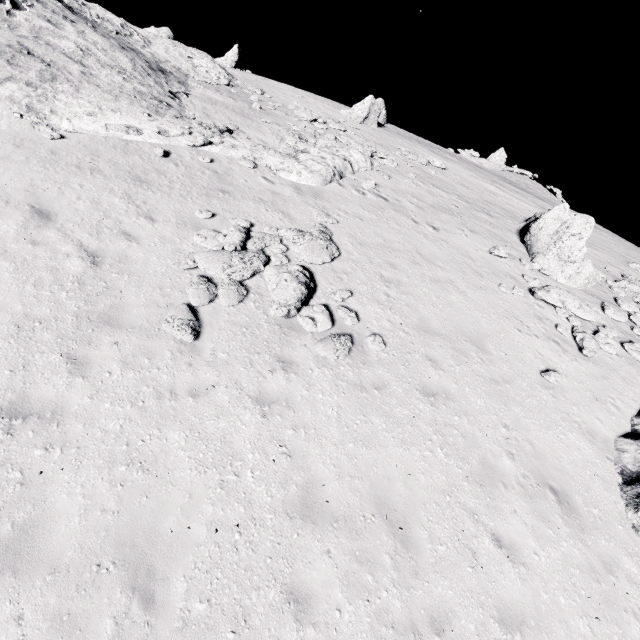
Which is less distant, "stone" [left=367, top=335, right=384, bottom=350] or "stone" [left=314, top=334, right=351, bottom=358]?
"stone" [left=314, top=334, right=351, bottom=358]

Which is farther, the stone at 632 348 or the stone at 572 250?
the stone at 572 250

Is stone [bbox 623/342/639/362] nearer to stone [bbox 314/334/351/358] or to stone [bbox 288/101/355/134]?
stone [bbox 314/334/351/358]

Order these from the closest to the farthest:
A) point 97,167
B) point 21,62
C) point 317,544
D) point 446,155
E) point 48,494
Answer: point 48,494
point 317,544
point 97,167
point 21,62
point 446,155

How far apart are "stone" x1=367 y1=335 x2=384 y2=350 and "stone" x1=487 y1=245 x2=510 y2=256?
9.0m

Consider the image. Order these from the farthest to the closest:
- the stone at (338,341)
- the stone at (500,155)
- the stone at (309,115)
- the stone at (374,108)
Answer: the stone at (500,155) → the stone at (374,108) → the stone at (309,115) → the stone at (338,341)

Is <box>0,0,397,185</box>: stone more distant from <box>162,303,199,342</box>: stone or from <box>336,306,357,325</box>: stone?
<box>336,306,357,325</box>: stone

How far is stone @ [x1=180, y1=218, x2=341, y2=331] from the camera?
8.4 meters
